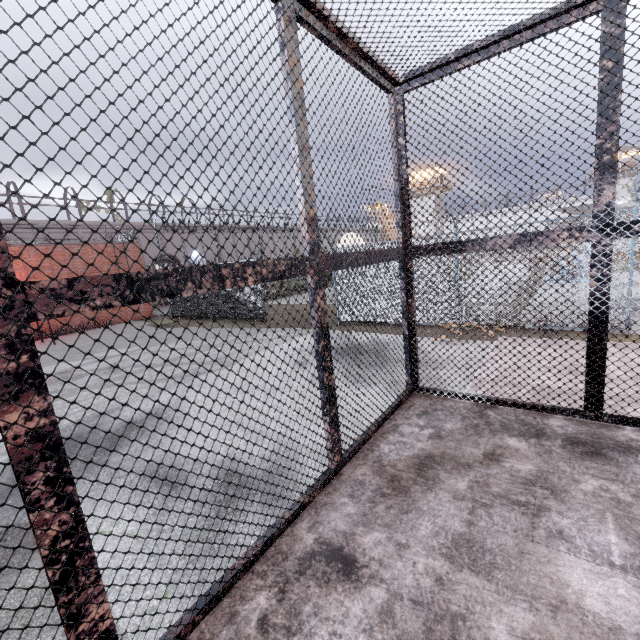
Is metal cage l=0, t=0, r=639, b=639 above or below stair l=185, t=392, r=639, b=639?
A: above

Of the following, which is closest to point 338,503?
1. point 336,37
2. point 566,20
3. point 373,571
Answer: point 373,571

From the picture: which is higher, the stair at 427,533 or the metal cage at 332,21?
the metal cage at 332,21
